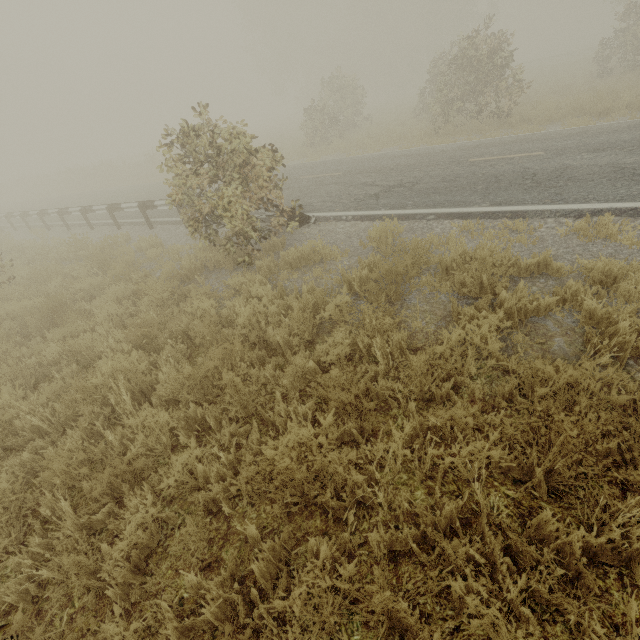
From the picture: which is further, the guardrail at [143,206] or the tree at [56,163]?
the guardrail at [143,206]

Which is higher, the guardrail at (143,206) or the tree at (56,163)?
the guardrail at (143,206)

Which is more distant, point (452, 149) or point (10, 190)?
point (10, 190)

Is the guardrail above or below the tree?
above

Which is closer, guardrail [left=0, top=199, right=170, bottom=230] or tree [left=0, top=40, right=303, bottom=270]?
tree [left=0, top=40, right=303, bottom=270]
